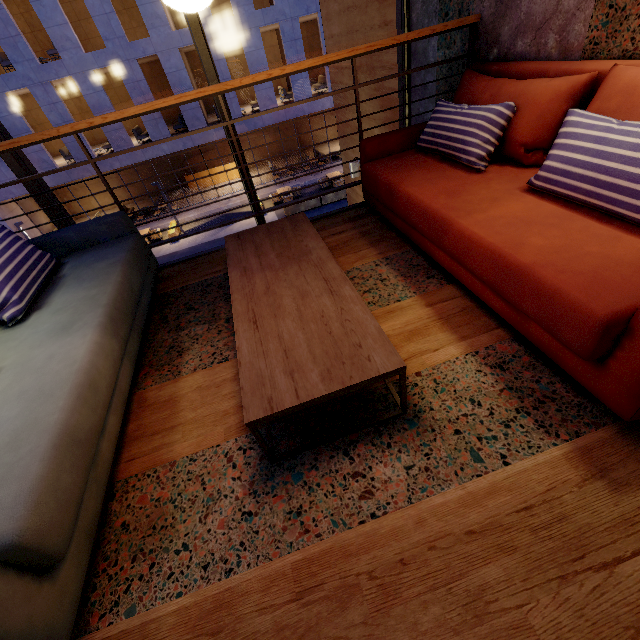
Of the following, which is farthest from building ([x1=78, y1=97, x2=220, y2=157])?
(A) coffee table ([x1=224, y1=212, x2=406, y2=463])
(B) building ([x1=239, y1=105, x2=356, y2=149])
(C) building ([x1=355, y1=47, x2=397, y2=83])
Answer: (A) coffee table ([x1=224, y1=212, x2=406, y2=463])

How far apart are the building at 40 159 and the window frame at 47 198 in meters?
16.8 m

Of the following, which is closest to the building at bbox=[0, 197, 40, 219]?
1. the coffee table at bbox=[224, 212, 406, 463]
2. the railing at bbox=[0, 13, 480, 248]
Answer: the railing at bbox=[0, 13, 480, 248]

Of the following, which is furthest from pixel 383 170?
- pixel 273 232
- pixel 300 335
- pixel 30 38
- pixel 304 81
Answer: pixel 30 38

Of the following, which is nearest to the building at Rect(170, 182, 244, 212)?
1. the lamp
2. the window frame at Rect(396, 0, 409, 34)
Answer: the window frame at Rect(396, 0, 409, 34)

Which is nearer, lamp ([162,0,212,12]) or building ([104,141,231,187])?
lamp ([162,0,212,12])

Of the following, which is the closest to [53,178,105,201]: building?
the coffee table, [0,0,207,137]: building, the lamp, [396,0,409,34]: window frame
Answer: [0,0,207,137]: building
